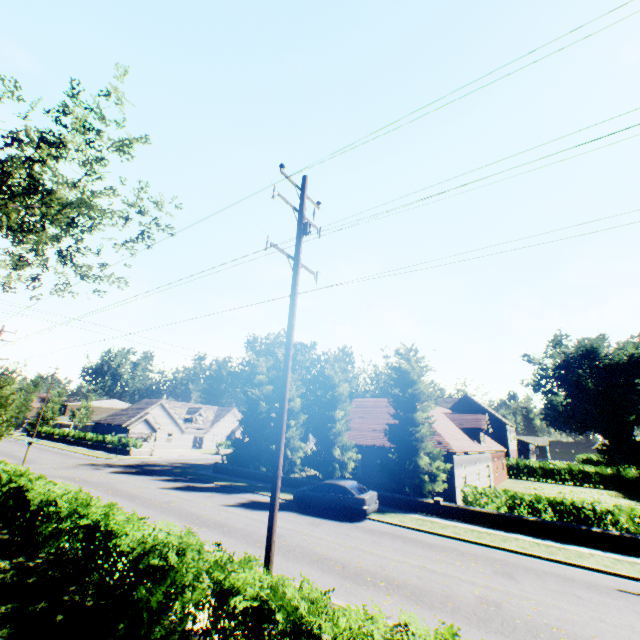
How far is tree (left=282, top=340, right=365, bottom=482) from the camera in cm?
2405

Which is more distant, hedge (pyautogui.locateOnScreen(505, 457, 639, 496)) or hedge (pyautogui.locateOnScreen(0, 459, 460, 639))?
hedge (pyautogui.locateOnScreen(505, 457, 639, 496))

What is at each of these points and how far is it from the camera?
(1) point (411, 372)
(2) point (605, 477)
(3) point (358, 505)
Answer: (1) tree, 22.4 meters
(2) hedge, 37.0 meters
(3) car, 16.6 meters

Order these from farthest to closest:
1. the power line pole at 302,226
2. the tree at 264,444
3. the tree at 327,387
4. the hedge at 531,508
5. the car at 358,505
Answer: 1. the tree at 264,444
2. the tree at 327,387
3. the car at 358,505
4. the hedge at 531,508
5. the power line pole at 302,226

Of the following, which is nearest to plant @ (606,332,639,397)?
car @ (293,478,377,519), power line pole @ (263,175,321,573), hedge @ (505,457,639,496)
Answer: hedge @ (505,457,639,496)

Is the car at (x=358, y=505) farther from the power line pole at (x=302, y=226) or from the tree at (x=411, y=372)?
the power line pole at (x=302, y=226)

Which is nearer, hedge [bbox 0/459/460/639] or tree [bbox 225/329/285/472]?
hedge [bbox 0/459/460/639]

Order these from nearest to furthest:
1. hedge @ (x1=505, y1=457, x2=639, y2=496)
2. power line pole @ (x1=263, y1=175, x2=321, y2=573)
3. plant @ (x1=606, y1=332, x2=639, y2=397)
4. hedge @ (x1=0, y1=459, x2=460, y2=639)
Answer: hedge @ (x1=0, y1=459, x2=460, y2=639) < power line pole @ (x1=263, y1=175, x2=321, y2=573) < hedge @ (x1=505, y1=457, x2=639, y2=496) < plant @ (x1=606, y1=332, x2=639, y2=397)
